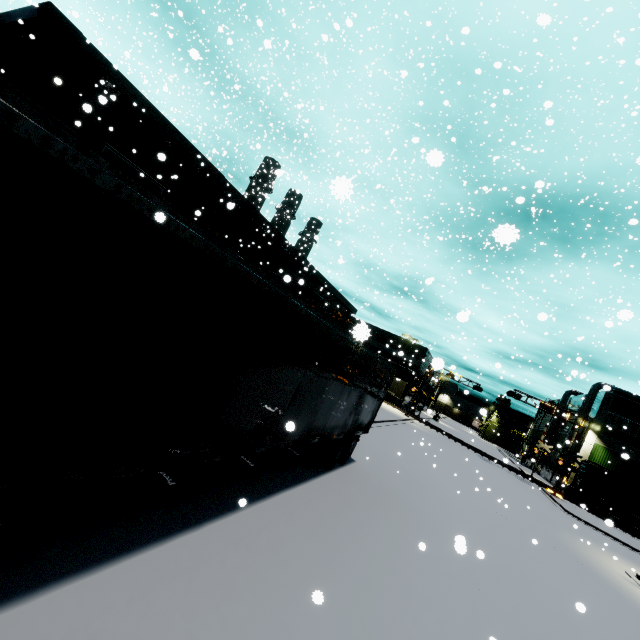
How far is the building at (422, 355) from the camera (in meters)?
53.94

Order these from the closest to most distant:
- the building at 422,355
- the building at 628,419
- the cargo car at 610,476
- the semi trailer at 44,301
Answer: the semi trailer at 44,301, the cargo car at 610,476, the building at 628,419, the building at 422,355

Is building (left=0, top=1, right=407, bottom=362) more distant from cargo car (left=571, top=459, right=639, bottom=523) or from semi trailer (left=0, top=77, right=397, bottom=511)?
cargo car (left=571, top=459, right=639, bottom=523)

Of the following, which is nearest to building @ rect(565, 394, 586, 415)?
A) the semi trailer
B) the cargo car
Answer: the semi trailer

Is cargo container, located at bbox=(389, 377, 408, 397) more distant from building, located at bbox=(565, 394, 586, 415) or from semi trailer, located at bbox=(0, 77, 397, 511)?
semi trailer, located at bbox=(0, 77, 397, 511)

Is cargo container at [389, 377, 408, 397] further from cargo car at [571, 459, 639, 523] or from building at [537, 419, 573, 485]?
building at [537, 419, 573, 485]

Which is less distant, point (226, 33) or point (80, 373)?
point (80, 373)

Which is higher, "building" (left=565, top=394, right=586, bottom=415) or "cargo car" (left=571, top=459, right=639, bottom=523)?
"building" (left=565, top=394, right=586, bottom=415)
